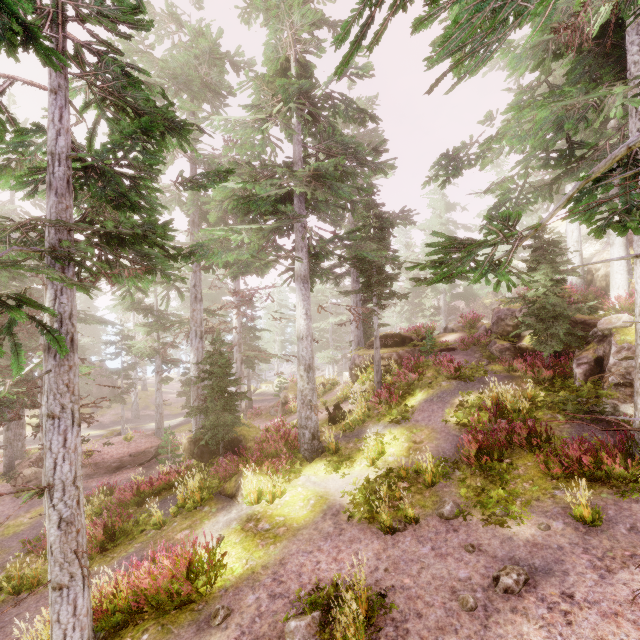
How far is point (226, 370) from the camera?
14.23m

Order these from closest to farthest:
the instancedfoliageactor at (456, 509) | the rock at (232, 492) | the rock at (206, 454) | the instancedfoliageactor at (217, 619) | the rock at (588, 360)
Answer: the instancedfoliageactor at (217, 619)
the instancedfoliageactor at (456, 509)
the rock at (588, 360)
the rock at (232, 492)
the rock at (206, 454)

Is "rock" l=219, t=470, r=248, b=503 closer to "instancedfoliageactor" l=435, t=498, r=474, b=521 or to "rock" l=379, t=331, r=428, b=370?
"instancedfoliageactor" l=435, t=498, r=474, b=521

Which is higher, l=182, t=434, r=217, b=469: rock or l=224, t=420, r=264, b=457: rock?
l=224, t=420, r=264, b=457: rock

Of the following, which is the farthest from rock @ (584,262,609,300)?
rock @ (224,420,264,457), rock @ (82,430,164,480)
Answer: rock @ (82,430,164,480)

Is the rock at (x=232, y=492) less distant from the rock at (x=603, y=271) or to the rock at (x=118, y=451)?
the rock at (x=118, y=451)

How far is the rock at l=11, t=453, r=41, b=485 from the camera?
17.4m

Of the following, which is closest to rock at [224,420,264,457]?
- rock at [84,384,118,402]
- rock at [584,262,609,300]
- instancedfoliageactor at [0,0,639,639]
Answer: instancedfoliageactor at [0,0,639,639]
